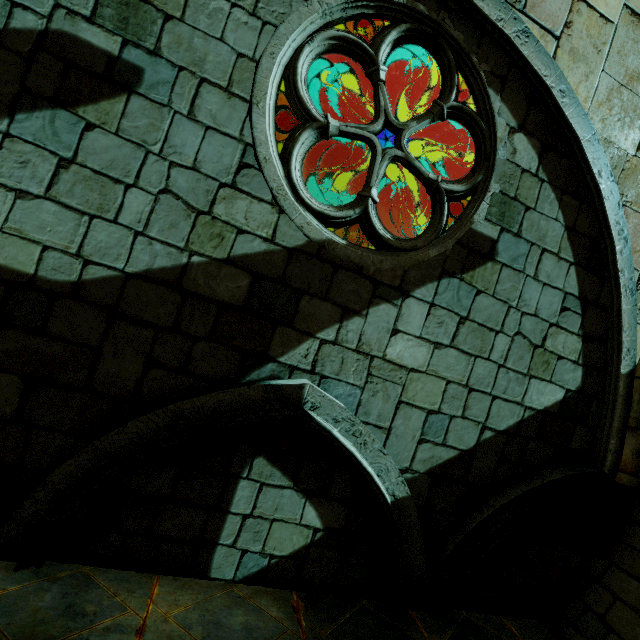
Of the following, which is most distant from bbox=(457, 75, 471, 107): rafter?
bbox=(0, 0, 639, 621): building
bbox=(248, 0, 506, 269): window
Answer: bbox=(248, 0, 506, 269): window

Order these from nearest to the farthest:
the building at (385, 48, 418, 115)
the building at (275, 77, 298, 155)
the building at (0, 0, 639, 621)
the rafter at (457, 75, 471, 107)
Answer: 1. the building at (0, 0, 639, 621)
2. the rafter at (457, 75, 471, 107)
3. the building at (275, 77, 298, 155)
4. the building at (385, 48, 418, 115)

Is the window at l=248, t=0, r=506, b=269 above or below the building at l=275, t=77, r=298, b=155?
below

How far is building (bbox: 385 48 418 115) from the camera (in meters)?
9.62

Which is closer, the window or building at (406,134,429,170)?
the window

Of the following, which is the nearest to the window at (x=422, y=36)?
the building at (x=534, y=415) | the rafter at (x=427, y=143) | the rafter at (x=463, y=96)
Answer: the building at (x=534, y=415)

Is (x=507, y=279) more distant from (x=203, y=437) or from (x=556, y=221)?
→ (x=203, y=437)

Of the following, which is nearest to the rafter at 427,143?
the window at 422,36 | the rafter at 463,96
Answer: the rafter at 463,96
